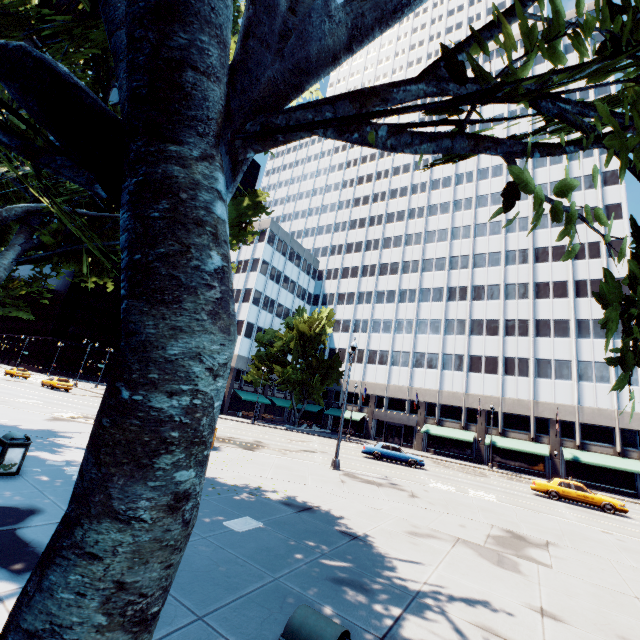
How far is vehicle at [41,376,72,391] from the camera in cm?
3772

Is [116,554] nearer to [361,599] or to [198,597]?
[198,597]

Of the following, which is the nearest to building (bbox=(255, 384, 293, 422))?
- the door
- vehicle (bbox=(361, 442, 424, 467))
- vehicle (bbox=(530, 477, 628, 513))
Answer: the door

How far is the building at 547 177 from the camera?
48.1 meters

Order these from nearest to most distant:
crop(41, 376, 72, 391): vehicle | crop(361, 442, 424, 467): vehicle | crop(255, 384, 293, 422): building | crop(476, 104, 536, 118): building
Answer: crop(361, 442, 424, 467): vehicle
crop(41, 376, 72, 391): vehicle
crop(255, 384, 293, 422): building
crop(476, 104, 536, 118): building

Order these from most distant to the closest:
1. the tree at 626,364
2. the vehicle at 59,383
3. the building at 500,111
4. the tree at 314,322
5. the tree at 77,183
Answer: the building at 500,111 → the tree at 314,322 → the vehicle at 59,383 → the tree at 626,364 → the tree at 77,183

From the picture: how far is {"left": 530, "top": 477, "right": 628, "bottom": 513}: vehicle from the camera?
21.08m

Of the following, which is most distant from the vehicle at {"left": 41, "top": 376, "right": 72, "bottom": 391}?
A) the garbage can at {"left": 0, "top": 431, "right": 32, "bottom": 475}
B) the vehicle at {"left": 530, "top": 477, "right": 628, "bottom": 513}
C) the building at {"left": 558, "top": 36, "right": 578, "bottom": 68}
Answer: the vehicle at {"left": 530, "top": 477, "right": 628, "bottom": 513}
